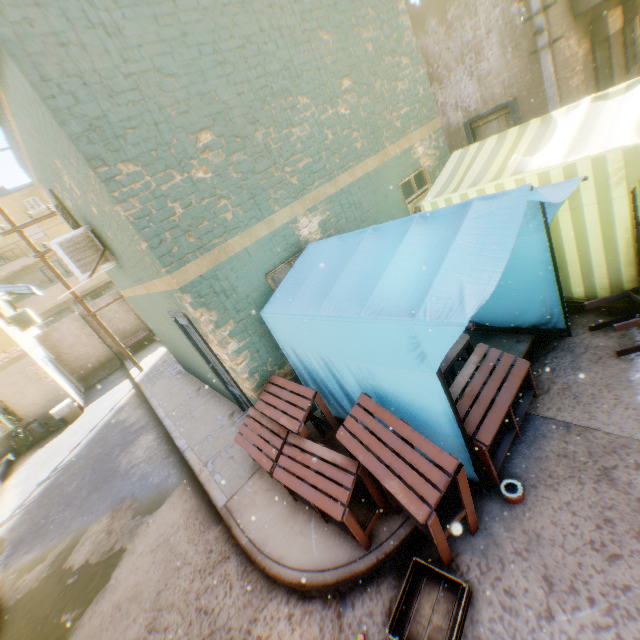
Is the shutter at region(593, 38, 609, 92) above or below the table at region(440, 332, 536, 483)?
above

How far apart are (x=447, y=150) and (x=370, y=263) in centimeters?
582cm

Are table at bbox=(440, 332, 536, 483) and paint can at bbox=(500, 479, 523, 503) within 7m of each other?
yes

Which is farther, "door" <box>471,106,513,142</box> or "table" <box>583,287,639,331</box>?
"door" <box>471,106,513,142</box>

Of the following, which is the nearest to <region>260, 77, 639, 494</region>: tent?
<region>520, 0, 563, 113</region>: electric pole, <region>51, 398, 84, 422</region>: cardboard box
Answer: <region>520, 0, 563, 113</region>: electric pole

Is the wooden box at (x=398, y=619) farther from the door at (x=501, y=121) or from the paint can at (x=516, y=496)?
the door at (x=501, y=121)

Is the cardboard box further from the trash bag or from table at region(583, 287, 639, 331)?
table at region(583, 287, 639, 331)

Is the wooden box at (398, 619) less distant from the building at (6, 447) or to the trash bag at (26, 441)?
the building at (6, 447)
